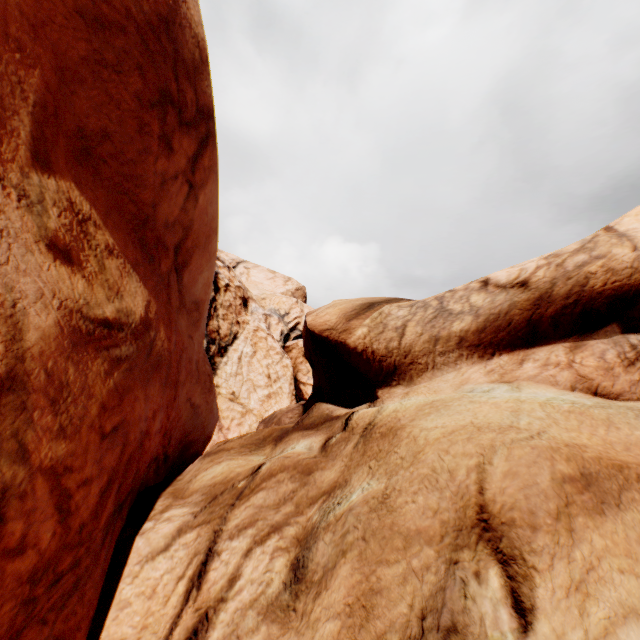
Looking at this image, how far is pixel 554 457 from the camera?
2.8 meters
